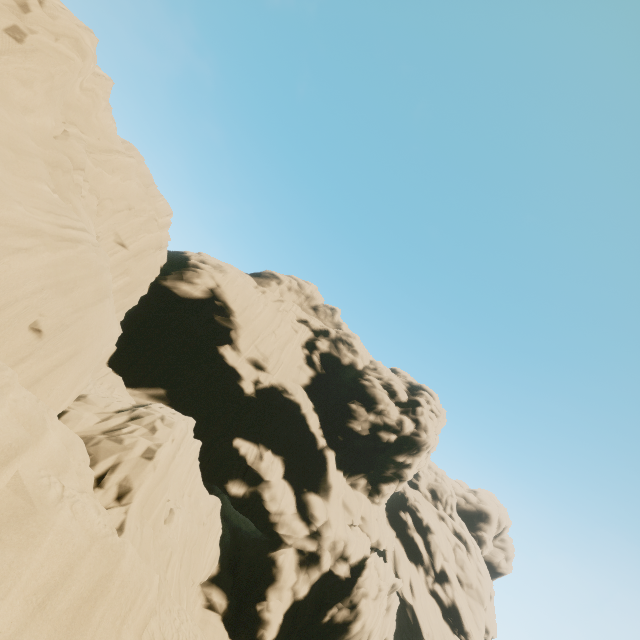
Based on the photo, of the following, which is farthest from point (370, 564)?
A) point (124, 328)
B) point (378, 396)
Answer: point (124, 328)
